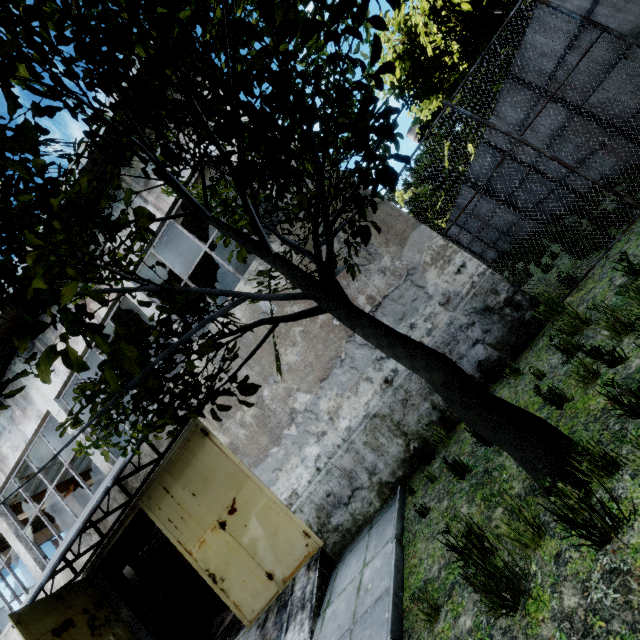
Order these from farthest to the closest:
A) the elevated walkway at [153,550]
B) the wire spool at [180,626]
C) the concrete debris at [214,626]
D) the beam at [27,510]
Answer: the elevated walkway at [153,550], the beam at [27,510], the concrete debris at [214,626], the wire spool at [180,626]

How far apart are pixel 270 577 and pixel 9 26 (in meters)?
9.06

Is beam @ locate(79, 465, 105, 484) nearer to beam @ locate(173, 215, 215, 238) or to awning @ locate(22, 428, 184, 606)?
awning @ locate(22, 428, 184, 606)

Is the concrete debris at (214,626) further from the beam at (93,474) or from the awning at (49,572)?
the beam at (93,474)

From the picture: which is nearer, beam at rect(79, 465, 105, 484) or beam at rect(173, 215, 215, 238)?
beam at rect(173, 215, 215, 238)

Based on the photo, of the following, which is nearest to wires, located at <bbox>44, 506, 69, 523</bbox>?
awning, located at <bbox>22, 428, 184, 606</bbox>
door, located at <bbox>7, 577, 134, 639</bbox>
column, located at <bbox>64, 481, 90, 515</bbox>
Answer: column, located at <bbox>64, 481, 90, 515</bbox>

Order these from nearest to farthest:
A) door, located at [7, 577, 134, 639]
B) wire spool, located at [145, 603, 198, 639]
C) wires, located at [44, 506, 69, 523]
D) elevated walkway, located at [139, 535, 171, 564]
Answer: door, located at [7, 577, 134, 639], wire spool, located at [145, 603, 198, 639], elevated walkway, located at [139, 535, 171, 564], wires, located at [44, 506, 69, 523]

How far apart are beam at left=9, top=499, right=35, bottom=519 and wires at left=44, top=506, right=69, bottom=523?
2.4m
